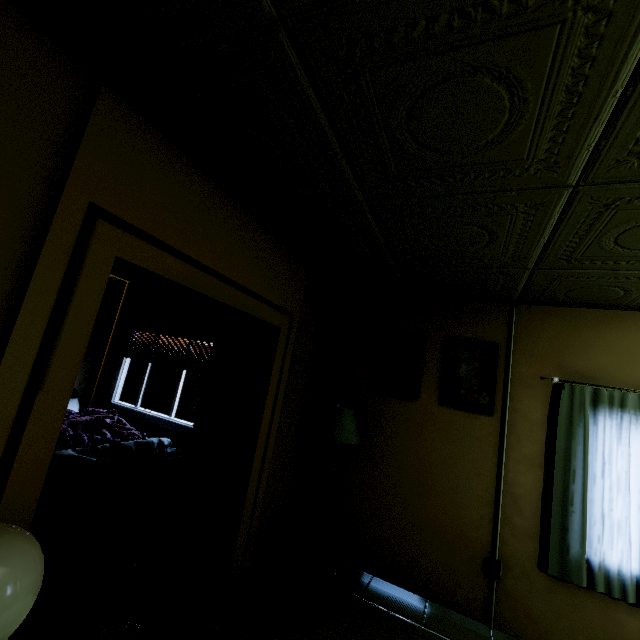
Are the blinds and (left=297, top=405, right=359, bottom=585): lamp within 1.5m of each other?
no

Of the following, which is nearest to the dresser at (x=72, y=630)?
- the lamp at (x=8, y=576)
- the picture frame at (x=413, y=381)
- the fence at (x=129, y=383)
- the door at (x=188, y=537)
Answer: the lamp at (x=8, y=576)

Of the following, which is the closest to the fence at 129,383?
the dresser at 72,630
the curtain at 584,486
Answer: the curtain at 584,486

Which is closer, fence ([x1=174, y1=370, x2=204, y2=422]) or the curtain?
the curtain

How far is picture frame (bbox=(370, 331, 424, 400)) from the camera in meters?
3.4 m

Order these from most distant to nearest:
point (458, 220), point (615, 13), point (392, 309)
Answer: point (392, 309)
point (458, 220)
point (615, 13)

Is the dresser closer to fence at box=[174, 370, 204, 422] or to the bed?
the bed

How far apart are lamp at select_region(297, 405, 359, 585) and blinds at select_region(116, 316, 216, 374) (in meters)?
2.16
